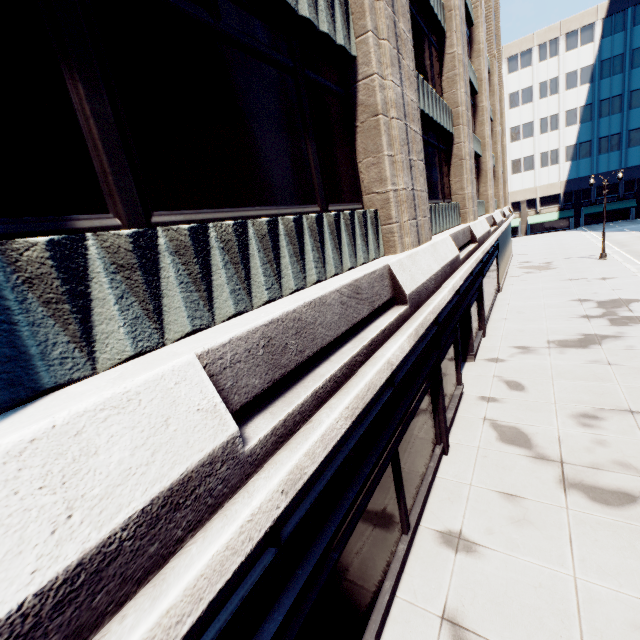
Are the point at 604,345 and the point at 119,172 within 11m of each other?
no
